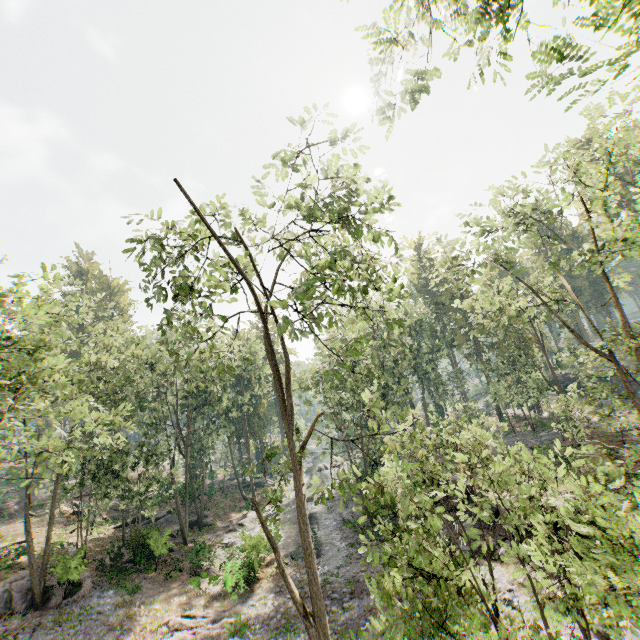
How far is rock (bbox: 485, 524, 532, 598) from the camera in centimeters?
1588cm

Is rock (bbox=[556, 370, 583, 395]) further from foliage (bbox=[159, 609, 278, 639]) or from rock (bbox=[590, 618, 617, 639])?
rock (bbox=[590, 618, 617, 639])

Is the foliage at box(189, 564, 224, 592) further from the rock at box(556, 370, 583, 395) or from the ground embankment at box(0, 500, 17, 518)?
the rock at box(556, 370, 583, 395)

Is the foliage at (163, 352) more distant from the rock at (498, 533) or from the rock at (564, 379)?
the rock at (564, 379)

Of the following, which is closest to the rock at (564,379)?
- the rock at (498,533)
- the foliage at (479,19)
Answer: the foliage at (479,19)

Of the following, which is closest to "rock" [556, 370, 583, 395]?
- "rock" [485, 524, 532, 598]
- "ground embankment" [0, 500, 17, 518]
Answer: "rock" [485, 524, 532, 598]

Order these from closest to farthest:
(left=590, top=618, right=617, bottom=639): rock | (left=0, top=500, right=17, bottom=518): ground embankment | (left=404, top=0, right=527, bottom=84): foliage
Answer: (left=404, top=0, right=527, bottom=84): foliage → (left=590, top=618, right=617, bottom=639): rock → (left=0, top=500, right=17, bottom=518): ground embankment

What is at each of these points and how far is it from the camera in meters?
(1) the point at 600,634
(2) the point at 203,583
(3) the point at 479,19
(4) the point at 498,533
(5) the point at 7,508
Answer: (1) rock, 12.3 m
(2) foliage, 22.3 m
(3) foliage, 5.0 m
(4) rock, 19.4 m
(5) ground embankment, 36.2 m
